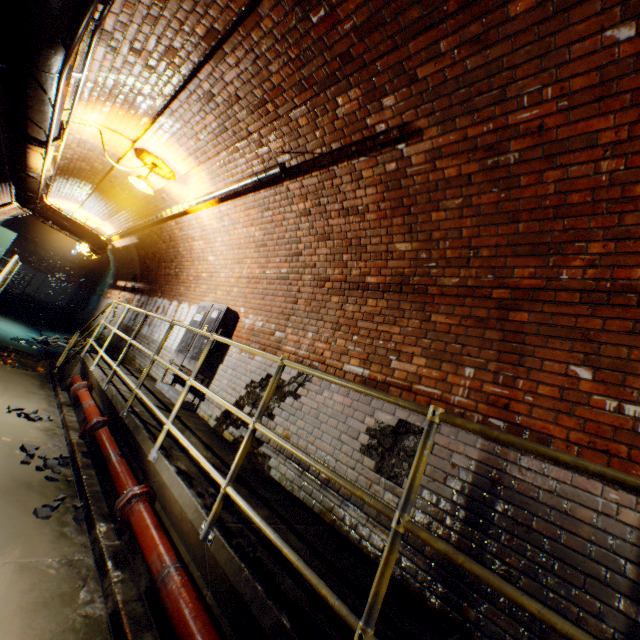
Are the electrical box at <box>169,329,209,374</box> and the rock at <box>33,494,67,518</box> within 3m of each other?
yes

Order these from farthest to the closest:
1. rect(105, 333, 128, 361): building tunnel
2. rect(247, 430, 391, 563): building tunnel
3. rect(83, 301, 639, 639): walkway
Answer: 1. rect(105, 333, 128, 361): building tunnel
2. rect(247, 430, 391, 563): building tunnel
3. rect(83, 301, 639, 639): walkway

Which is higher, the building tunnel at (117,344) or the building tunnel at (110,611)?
the building tunnel at (117,344)

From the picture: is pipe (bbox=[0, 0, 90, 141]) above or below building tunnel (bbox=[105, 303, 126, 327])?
above

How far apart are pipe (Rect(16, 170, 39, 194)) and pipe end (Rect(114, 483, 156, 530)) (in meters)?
5.91

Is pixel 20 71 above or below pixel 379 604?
above

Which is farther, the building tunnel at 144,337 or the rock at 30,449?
the building tunnel at 144,337

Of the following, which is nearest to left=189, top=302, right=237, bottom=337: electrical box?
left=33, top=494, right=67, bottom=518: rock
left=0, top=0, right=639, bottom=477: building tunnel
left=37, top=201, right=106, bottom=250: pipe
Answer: left=0, top=0, right=639, bottom=477: building tunnel
